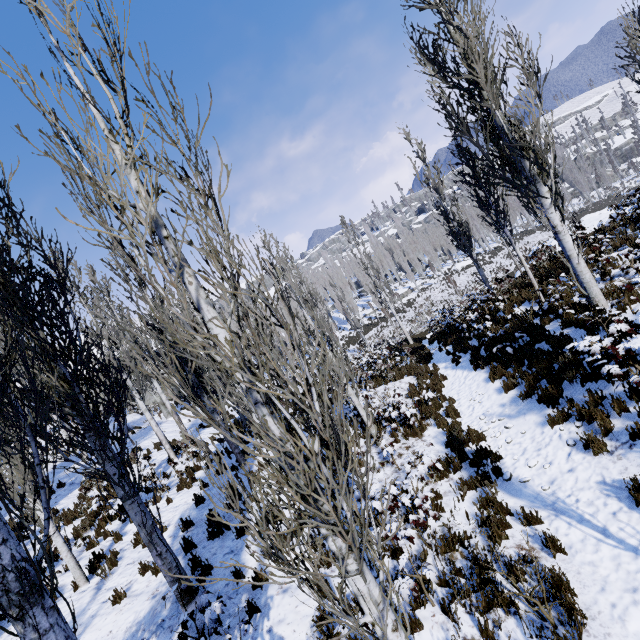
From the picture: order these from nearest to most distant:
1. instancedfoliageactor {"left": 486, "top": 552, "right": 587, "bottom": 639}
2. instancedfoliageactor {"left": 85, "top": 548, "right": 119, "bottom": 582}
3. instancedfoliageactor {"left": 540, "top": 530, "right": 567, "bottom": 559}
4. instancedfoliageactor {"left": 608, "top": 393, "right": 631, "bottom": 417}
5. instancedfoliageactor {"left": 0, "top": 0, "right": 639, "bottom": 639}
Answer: instancedfoliageactor {"left": 0, "top": 0, "right": 639, "bottom": 639}
instancedfoliageactor {"left": 486, "top": 552, "right": 587, "bottom": 639}
instancedfoliageactor {"left": 540, "top": 530, "right": 567, "bottom": 559}
instancedfoliageactor {"left": 608, "top": 393, "right": 631, "bottom": 417}
instancedfoliageactor {"left": 85, "top": 548, "right": 119, "bottom": 582}

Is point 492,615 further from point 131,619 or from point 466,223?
point 466,223

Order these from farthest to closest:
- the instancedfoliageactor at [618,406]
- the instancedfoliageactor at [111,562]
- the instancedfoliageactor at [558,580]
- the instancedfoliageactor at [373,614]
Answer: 1. the instancedfoliageactor at [111,562]
2. the instancedfoliageactor at [618,406]
3. the instancedfoliageactor at [558,580]
4. the instancedfoliageactor at [373,614]

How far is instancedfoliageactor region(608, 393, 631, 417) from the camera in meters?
5.8

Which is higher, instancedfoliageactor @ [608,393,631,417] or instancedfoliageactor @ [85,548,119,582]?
instancedfoliageactor @ [85,548,119,582]

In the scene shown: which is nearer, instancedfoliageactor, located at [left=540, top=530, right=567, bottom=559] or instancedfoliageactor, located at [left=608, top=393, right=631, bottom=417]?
instancedfoliageactor, located at [left=540, top=530, right=567, bottom=559]

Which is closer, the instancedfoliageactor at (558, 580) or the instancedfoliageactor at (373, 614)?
the instancedfoliageactor at (373, 614)
